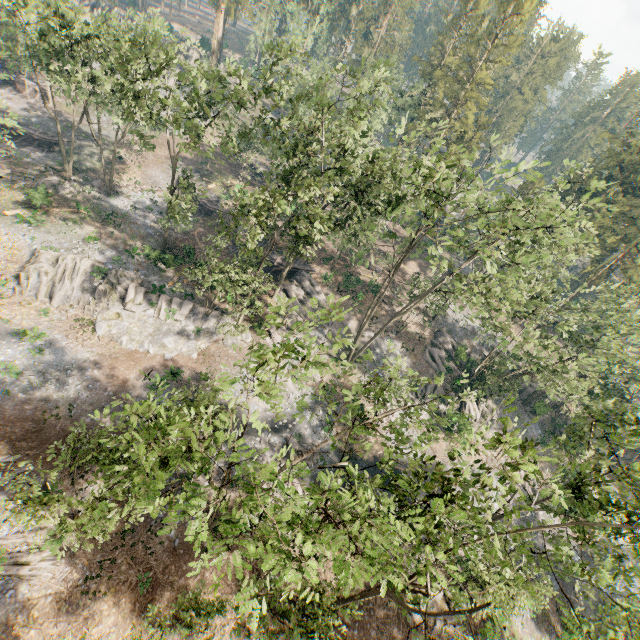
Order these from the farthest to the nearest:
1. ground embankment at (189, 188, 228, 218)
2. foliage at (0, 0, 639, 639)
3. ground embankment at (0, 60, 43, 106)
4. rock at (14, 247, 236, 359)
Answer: ground embankment at (0, 60, 43, 106) → ground embankment at (189, 188, 228, 218) → rock at (14, 247, 236, 359) → foliage at (0, 0, 639, 639)

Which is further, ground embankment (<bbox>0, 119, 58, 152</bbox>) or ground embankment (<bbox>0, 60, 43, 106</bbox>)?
ground embankment (<bbox>0, 60, 43, 106</bbox>)

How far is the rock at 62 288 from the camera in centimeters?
2931cm

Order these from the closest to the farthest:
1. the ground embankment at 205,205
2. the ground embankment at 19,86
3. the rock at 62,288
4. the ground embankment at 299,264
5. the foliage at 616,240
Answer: the foliage at 616,240 < the rock at 62,288 < the ground embankment at 299,264 < the ground embankment at 205,205 < the ground embankment at 19,86

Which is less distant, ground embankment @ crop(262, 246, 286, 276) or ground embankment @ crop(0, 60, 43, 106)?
ground embankment @ crop(262, 246, 286, 276)

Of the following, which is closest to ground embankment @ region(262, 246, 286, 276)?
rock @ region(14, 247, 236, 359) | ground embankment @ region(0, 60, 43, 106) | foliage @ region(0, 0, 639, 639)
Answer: foliage @ region(0, 0, 639, 639)

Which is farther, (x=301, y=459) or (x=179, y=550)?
(x=179, y=550)

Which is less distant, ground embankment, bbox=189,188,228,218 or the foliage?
the foliage
